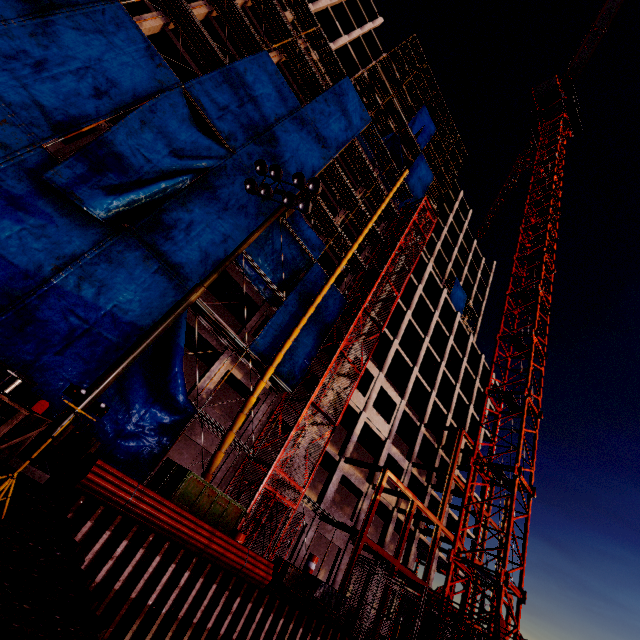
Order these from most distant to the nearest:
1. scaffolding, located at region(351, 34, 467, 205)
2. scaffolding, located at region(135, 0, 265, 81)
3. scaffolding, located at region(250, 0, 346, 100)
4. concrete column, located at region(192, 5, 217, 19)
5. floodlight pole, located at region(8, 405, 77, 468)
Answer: scaffolding, located at region(351, 34, 467, 205)
scaffolding, located at region(250, 0, 346, 100)
concrete column, located at region(192, 5, 217, 19)
scaffolding, located at region(135, 0, 265, 81)
floodlight pole, located at region(8, 405, 77, 468)

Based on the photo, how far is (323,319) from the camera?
21.6m

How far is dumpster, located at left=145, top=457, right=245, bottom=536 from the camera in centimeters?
1165cm

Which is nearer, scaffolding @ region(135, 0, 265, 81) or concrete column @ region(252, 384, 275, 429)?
scaffolding @ region(135, 0, 265, 81)

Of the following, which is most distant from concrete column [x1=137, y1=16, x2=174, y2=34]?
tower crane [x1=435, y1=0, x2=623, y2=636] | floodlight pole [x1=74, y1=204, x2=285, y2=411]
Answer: tower crane [x1=435, y1=0, x2=623, y2=636]

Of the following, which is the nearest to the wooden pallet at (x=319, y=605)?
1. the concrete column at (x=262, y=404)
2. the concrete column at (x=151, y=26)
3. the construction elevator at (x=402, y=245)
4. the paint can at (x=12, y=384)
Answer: the construction elevator at (x=402, y=245)

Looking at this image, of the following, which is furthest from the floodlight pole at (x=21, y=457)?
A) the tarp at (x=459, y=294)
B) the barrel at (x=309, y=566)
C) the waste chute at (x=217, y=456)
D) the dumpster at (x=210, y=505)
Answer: the tarp at (x=459, y=294)

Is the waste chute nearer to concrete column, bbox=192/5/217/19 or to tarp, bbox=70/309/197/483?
tarp, bbox=70/309/197/483
